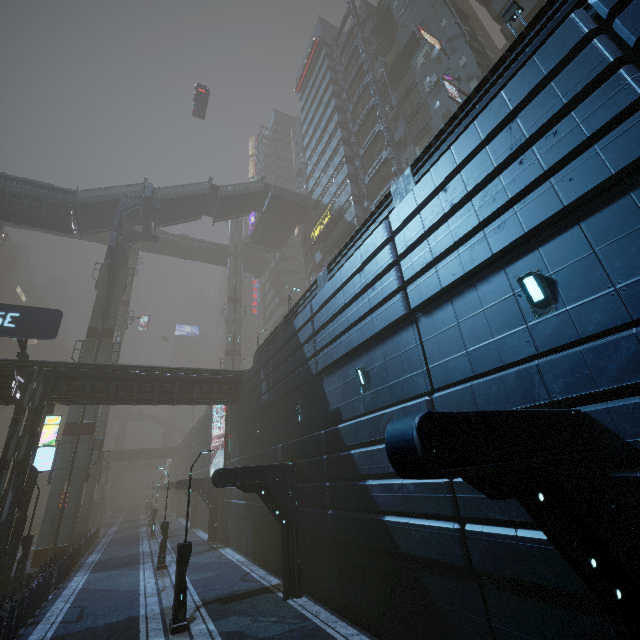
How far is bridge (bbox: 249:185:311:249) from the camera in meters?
43.0 m

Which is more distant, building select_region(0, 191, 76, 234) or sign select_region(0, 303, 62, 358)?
building select_region(0, 191, 76, 234)

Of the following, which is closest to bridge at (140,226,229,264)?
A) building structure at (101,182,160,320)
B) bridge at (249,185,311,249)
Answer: building structure at (101,182,160,320)

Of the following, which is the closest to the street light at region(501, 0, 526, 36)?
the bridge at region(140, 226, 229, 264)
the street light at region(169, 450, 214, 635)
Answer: the street light at region(169, 450, 214, 635)

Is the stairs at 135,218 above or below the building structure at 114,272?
above

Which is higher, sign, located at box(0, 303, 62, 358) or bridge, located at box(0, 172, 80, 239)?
bridge, located at box(0, 172, 80, 239)

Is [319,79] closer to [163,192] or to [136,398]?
[163,192]

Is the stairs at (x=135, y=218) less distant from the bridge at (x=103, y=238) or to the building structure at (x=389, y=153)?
the building structure at (x=389, y=153)
